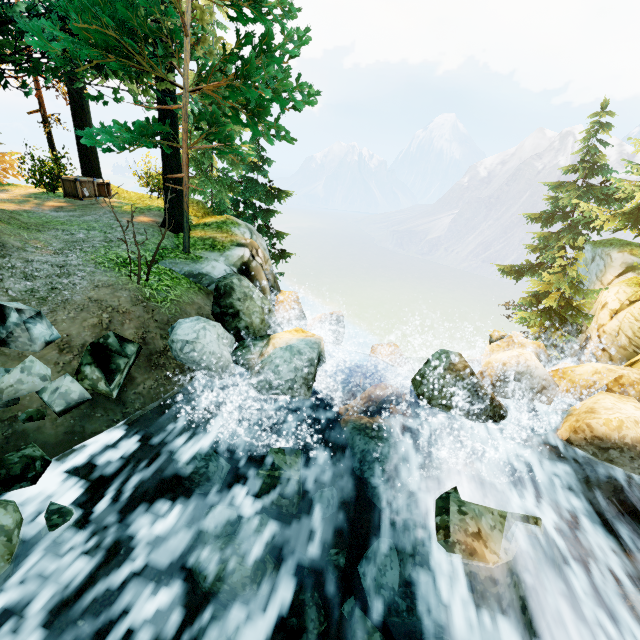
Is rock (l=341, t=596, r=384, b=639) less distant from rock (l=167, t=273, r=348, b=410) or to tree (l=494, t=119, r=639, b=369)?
rock (l=167, t=273, r=348, b=410)

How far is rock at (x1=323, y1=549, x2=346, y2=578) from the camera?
4.7 meters

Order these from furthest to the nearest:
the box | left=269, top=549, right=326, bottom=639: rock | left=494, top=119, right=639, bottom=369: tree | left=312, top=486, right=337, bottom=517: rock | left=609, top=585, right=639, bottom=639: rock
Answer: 1. left=494, top=119, right=639, bottom=369: tree
2. the box
3. left=312, top=486, right=337, bottom=517: rock
4. left=609, top=585, right=639, bottom=639: rock
5. left=269, top=549, right=326, bottom=639: rock

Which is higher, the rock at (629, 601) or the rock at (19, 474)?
the rock at (19, 474)

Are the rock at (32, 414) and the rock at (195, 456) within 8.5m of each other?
yes

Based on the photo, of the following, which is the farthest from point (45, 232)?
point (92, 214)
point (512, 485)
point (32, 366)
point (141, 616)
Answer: point (512, 485)

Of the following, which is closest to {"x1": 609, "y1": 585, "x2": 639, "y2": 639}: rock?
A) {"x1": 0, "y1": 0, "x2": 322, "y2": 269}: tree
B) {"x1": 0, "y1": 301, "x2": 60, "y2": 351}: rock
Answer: {"x1": 0, "y1": 301, "x2": 60, "y2": 351}: rock
